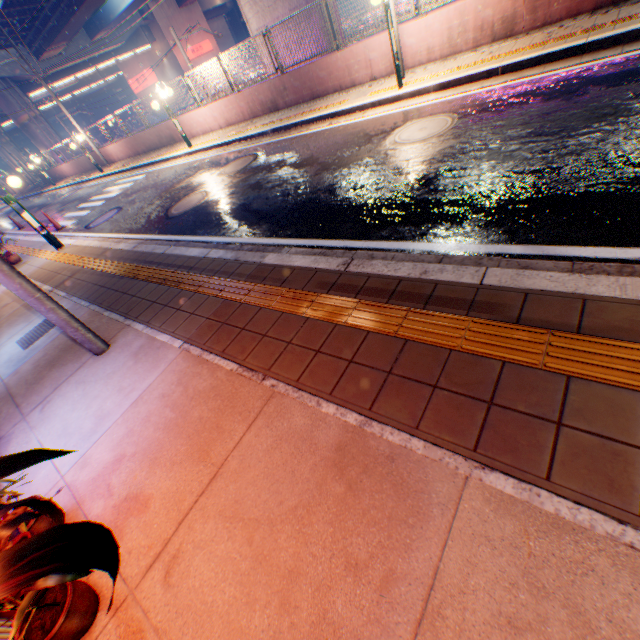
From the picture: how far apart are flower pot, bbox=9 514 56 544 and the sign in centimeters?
4802cm

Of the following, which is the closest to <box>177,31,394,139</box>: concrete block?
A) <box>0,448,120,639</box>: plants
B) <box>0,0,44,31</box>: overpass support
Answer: <box>0,0,44,31</box>: overpass support

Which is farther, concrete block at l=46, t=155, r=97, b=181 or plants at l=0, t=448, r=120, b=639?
concrete block at l=46, t=155, r=97, b=181

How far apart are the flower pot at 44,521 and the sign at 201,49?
48.0m

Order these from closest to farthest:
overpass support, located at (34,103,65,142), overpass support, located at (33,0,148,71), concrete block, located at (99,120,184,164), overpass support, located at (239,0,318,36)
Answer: overpass support, located at (239,0,318,36) < concrete block, located at (99,120,184,164) < overpass support, located at (33,0,148,71) < overpass support, located at (34,103,65,142)

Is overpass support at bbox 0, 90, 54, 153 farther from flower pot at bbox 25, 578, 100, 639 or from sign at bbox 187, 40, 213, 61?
flower pot at bbox 25, 578, 100, 639

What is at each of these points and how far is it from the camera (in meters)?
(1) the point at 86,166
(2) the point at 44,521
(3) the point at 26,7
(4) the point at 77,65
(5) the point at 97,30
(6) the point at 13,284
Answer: (1) concrete block, 24.67
(2) flower pot, 2.36
(3) overpass support, 21.52
(4) overpass support, 30.98
(5) overpass support, 29.06
(6) electric pole, 3.38

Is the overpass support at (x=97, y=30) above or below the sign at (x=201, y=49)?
above
